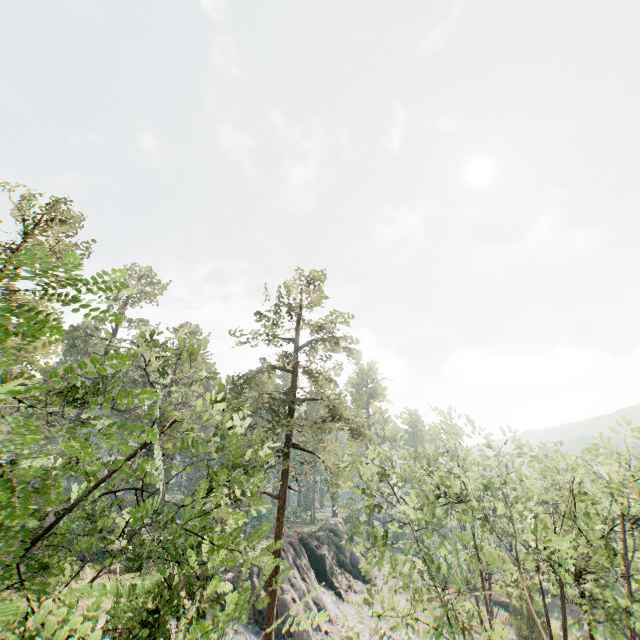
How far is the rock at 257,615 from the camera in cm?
2861

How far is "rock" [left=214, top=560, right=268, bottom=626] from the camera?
28.6m

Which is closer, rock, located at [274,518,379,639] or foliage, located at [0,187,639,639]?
foliage, located at [0,187,639,639]

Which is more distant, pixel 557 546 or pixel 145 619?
pixel 557 546

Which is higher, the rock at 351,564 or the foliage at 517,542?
the foliage at 517,542

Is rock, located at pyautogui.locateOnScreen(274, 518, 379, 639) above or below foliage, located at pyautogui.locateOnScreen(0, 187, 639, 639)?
below
